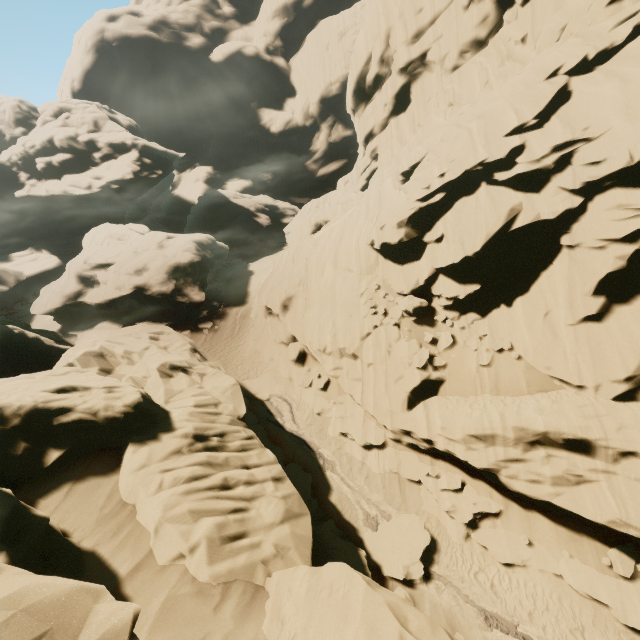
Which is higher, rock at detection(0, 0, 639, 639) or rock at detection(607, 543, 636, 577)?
rock at detection(0, 0, 639, 639)

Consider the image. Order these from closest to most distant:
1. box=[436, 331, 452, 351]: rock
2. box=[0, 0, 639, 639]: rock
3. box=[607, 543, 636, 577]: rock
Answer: box=[0, 0, 639, 639]: rock < box=[607, 543, 636, 577]: rock < box=[436, 331, 452, 351]: rock

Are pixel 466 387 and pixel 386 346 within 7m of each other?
yes

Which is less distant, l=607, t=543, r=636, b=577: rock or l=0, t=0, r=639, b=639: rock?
l=0, t=0, r=639, b=639: rock

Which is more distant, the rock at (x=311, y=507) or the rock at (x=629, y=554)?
the rock at (x=629, y=554)

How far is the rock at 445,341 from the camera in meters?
15.8 m

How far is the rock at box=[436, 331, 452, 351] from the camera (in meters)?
15.79
